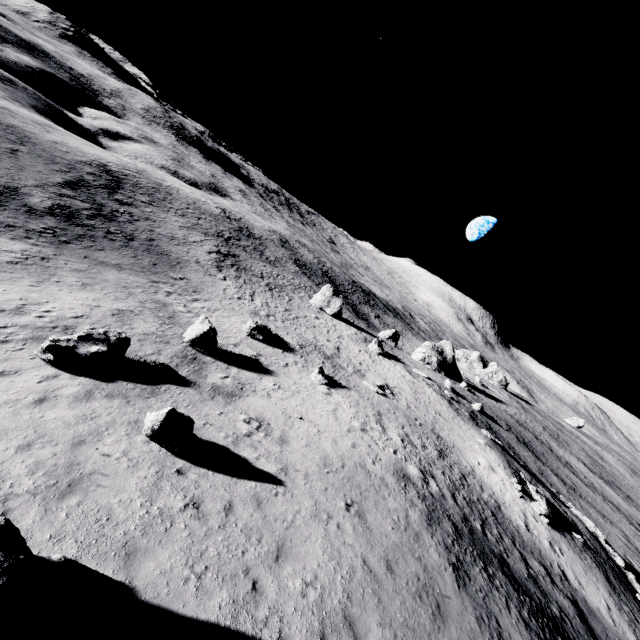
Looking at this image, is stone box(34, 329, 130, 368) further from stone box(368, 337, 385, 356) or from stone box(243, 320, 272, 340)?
stone box(368, 337, 385, 356)

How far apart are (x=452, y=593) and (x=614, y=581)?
21.9m

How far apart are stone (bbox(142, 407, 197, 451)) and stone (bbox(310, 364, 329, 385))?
15.0m

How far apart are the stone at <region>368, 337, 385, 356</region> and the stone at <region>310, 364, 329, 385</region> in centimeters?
2153cm

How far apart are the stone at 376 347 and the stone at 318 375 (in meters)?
21.53

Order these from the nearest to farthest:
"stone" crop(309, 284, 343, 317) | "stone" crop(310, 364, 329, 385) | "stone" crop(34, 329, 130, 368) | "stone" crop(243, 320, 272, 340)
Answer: "stone" crop(34, 329, 130, 368) → "stone" crop(310, 364, 329, 385) → "stone" crop(243, 320, 272, 340) → "stone" crop(309, 284, 343, 317)

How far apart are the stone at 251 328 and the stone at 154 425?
17.3 meters

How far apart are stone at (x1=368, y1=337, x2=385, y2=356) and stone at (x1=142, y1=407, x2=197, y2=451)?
37.97m
